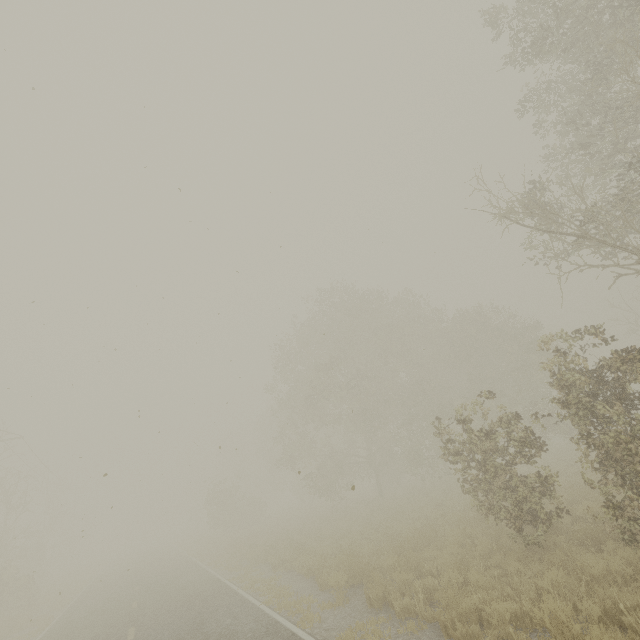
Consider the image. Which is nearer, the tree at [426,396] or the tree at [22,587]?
the tree at [426,396]

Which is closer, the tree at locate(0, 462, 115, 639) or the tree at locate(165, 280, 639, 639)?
the tree at locate(165, 280, 639, 639)

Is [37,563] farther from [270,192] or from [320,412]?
[270,192]
